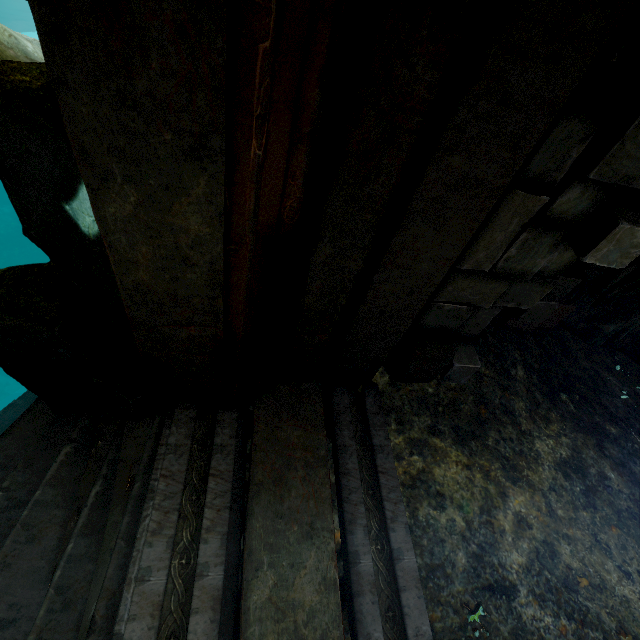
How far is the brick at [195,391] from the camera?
2.4 meters

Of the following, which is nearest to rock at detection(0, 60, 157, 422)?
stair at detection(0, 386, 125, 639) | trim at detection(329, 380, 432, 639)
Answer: stair at detection(0, 386, 125, 639)

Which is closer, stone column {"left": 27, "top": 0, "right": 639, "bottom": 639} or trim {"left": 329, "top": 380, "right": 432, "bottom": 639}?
stone column {"left": 27, "top": 0, "right": 639, "bottom": 639}

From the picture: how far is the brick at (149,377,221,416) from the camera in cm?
241

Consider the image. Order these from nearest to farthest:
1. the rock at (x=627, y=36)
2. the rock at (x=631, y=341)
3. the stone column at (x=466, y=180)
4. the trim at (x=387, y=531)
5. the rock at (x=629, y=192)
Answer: the stone column at (x=466, y=180) < the rock at (x=627, y=36) < the trim at (x=387, y=531) < the rock at (x=629, y=192) < the rock at (x=631, y=341)

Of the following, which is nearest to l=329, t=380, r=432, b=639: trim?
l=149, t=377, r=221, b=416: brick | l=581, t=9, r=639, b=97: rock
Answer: l=149, t=377, r=221, b=416: brick

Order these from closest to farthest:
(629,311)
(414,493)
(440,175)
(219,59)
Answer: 1. (219,59)
2. (440,175)
3. (414,493)
4. (629,311)

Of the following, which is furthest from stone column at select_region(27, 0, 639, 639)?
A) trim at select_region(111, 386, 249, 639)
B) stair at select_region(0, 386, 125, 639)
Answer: stair at select_region(0, 386, 125, 639)
